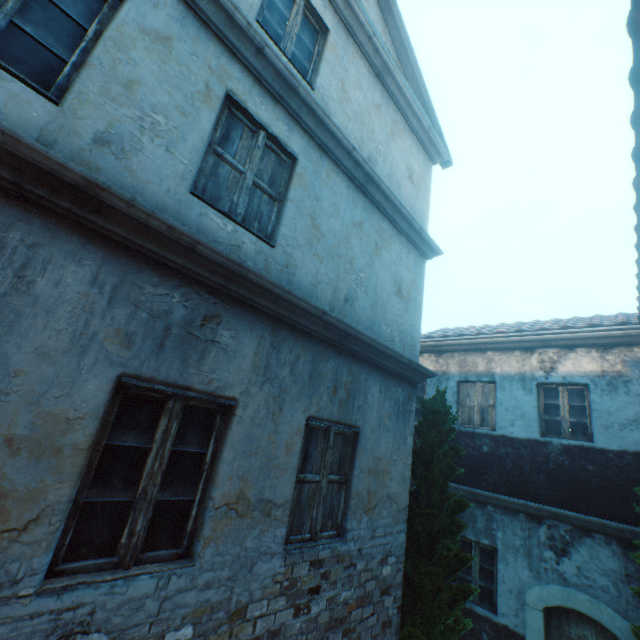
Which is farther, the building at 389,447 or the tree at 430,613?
the tree at 430,613

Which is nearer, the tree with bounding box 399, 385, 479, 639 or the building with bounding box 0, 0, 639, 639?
the building with bounding box 0, 0, 639, 639

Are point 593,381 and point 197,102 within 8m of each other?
no
